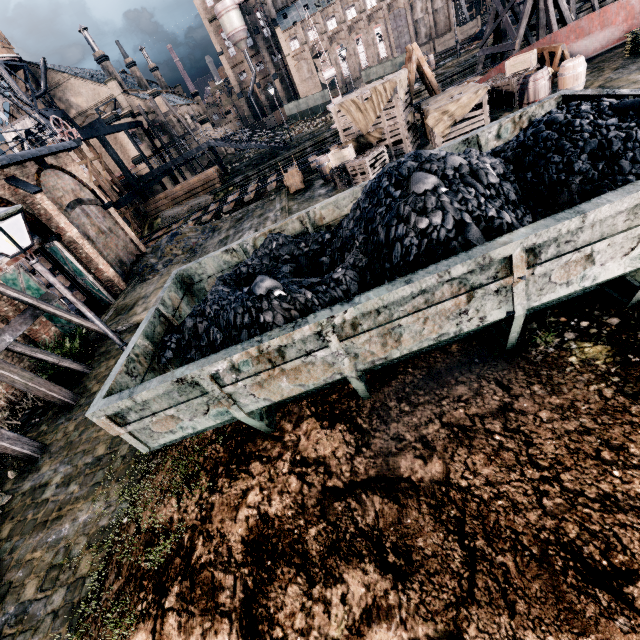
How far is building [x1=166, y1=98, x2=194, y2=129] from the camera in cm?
5472

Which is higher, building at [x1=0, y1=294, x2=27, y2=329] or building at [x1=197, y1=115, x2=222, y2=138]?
Answer: building at [x1=197, y1=115, x2=222, y2=138]

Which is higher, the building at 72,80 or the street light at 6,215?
the building at 72,80

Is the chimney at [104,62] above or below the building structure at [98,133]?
above

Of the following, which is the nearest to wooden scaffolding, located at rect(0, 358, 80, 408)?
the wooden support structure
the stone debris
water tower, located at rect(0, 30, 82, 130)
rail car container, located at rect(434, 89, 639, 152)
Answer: the stone debris

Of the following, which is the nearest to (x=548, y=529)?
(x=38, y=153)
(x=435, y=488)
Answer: (x=435, y=488)

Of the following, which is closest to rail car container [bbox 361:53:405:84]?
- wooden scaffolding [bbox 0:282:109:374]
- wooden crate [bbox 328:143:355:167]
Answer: wooden crate [bbox 328:143:355:167]

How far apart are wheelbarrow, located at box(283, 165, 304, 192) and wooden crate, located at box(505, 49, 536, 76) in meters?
11.9 m
